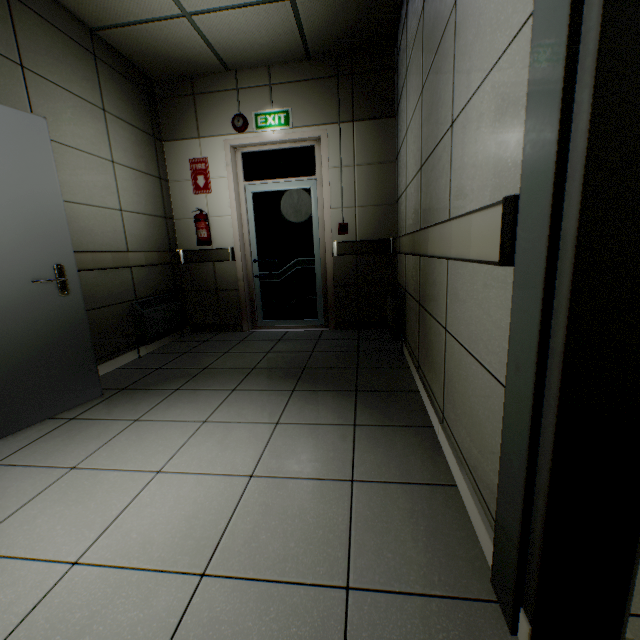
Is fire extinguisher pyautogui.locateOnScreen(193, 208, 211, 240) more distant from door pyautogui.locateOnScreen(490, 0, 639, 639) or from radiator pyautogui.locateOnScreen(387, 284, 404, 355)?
door pyautogui.locateOnScreen(490, 0, 639, 639)

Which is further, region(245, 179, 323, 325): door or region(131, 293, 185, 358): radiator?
region(245, 179, 323, 325): door

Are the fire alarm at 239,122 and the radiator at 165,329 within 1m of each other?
no

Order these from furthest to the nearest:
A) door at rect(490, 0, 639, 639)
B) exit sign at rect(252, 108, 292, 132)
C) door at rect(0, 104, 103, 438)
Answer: exit sign at rect(252, 108, 292, 132) < door at rect(0, 104, 103, 438) < door at rect(490, 0, 639, 639)

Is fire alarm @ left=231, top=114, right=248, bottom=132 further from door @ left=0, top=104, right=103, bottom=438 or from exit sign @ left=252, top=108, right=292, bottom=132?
door @ left=0, top=104, right=103, bottom=438

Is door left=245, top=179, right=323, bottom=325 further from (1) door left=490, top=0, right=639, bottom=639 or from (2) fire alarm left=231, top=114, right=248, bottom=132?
(1) door left=490, top=0, right=639, bottom=639

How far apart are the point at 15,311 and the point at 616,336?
2.9m

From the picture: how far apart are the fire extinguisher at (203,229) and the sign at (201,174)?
0.3 meters
